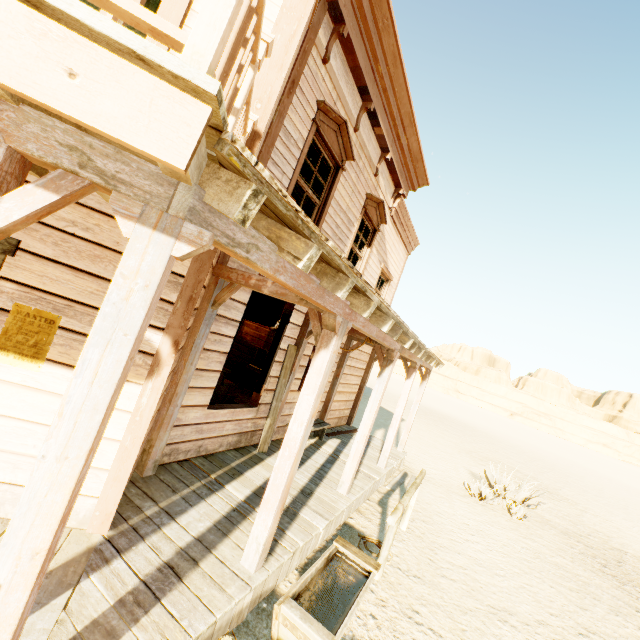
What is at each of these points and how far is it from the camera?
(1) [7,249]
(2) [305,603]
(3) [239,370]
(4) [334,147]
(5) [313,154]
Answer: (1) door, 2.59m
(2) trough, 3.18m
(3) crate, 11.30m
(4) widow, 5.65m
(5) curtain, 5.57m

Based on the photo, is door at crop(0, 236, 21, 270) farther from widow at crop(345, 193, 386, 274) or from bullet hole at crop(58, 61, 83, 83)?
widow at crop(345, 193, 386, 274)

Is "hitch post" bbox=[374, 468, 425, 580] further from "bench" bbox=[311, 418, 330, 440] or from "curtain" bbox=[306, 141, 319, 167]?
"curtain" bbox=[306, 141, 319, 167]

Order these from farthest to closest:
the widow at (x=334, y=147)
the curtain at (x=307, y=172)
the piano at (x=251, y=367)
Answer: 1. the piano at (x=251, y=367)
2. the curtain at (x=307, y=172)
3. the widow at (x=334, y=147)

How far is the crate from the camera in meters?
11.0 m

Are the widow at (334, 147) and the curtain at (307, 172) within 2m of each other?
yes

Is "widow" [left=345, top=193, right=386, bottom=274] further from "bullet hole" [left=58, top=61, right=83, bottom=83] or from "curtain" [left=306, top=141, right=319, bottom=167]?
"bullet hole" [left=58, top=61, right=83, bottom=83]

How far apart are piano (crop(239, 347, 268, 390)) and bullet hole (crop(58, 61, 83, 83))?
9.1 meters
